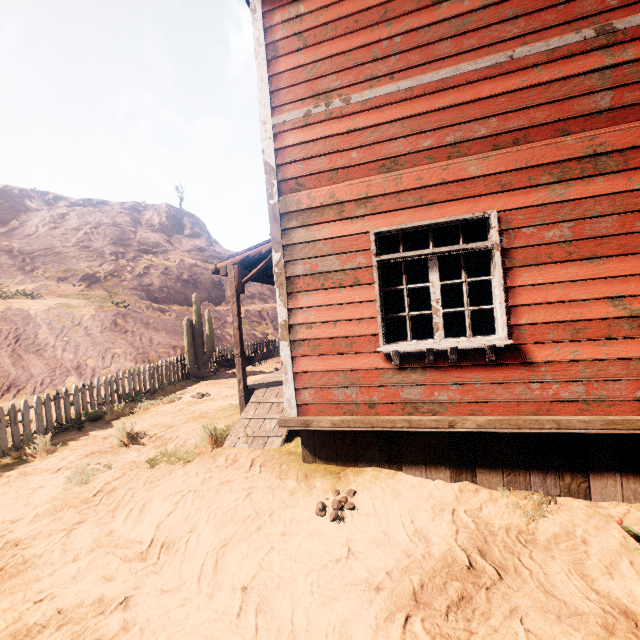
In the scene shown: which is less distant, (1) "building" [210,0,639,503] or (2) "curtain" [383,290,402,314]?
(1) "building" [210,0,639,503]

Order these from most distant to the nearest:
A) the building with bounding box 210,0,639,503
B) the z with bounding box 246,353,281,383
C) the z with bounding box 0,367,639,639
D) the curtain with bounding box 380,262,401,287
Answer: the z with bounding box 246,353,281,383
the curtain with bounding box 380,262,401,287
the building with bounding box 210,0,639,503
the z with bounding box 0,367,639,639

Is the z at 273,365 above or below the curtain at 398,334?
below

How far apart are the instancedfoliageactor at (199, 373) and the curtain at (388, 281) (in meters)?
9.85

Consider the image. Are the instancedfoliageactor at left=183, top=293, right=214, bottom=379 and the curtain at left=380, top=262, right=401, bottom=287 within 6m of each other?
no

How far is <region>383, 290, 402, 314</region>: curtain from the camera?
4.07m

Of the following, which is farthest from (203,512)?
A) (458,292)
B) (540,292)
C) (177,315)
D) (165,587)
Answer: (177,315)
